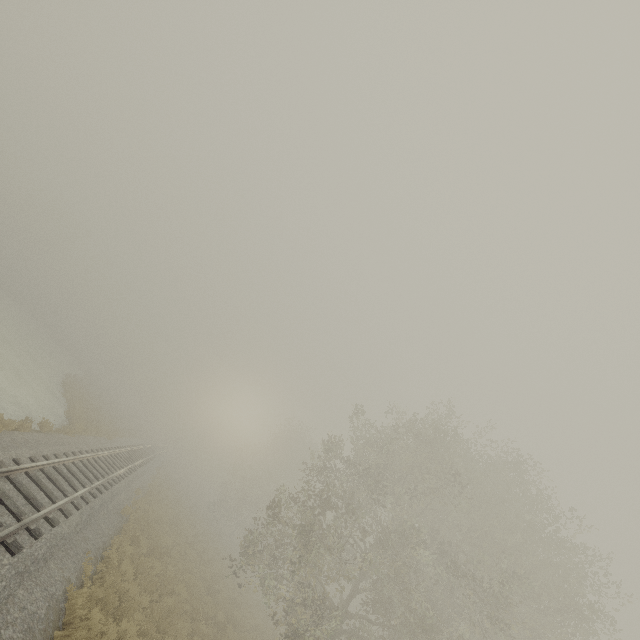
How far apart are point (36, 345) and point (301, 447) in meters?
37.1
